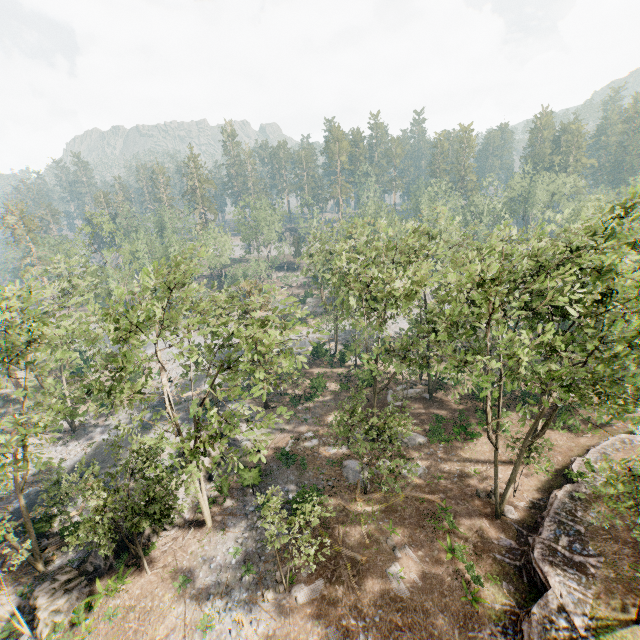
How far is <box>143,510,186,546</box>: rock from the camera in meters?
23.0

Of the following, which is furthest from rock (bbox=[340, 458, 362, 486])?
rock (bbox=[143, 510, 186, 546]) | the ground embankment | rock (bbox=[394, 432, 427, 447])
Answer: rock (bbox=[143, 510, 186, 546])

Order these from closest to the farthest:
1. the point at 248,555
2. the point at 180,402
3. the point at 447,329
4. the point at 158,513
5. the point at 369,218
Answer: the point at 158,513
the point at 248,555
the point at 447,329
the point at 369,218
the point at 180,402

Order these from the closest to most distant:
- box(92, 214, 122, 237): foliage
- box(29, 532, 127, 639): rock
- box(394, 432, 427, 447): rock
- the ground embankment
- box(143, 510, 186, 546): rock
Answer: the ground embankment < box(29, 532, 127, 639): rock < box(143, 510, 186, 546): rock < box(394, 432, 427, 447): rock < box(92, 214, 122, 237): foliage

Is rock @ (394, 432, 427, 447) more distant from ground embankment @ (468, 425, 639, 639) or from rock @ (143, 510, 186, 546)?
rock @ (143, 510, 186, 546)

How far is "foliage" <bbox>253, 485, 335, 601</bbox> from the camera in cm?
1666

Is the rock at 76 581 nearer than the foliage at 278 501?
No

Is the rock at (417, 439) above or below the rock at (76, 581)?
below
